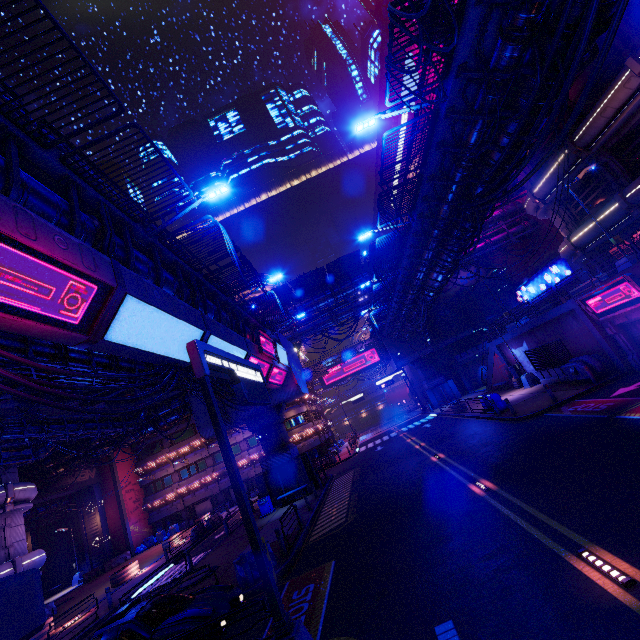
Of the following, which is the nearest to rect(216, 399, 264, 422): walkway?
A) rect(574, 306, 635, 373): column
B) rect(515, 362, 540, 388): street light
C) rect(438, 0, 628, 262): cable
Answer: rect(438, 0, 628, 262): cable

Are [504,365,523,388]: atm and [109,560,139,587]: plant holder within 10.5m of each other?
no

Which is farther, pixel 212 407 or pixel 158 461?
pixel 158 461

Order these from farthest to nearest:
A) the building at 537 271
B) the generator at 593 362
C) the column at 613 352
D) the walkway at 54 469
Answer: the building at 537 271, the walkway at 54 469, the generator at 593 362, the column at 613 352

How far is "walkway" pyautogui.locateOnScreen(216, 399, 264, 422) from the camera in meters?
27.5 m

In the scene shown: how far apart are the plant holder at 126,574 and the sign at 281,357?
19.51m

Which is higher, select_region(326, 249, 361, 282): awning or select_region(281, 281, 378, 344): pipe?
select_region(326, 249, 361, 282): awning

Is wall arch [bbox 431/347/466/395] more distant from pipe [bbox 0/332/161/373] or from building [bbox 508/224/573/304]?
pipe [bbox 0/332/161/373]
